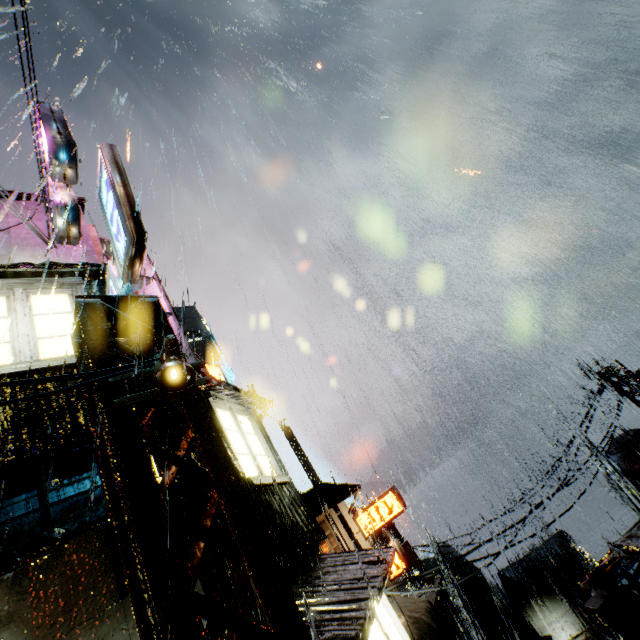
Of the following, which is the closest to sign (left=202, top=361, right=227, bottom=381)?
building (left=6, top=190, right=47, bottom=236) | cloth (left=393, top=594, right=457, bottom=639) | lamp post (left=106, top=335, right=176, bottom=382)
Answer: building (left=6, top=190, right=47, bottom=236)

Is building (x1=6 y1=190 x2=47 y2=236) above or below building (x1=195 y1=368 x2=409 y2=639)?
above

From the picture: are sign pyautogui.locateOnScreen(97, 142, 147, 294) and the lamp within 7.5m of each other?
yes

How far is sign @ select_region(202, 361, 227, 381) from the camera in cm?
1546

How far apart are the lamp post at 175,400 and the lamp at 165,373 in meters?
0.1 m

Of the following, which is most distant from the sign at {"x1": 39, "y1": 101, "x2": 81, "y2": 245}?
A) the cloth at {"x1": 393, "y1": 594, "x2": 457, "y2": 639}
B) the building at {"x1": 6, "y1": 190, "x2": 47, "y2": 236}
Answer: the cloth at {"x1": 393, "y1": 594, "x2": 457, "y2": 639}

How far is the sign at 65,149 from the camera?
9.07m

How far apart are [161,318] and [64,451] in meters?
3.0 m
